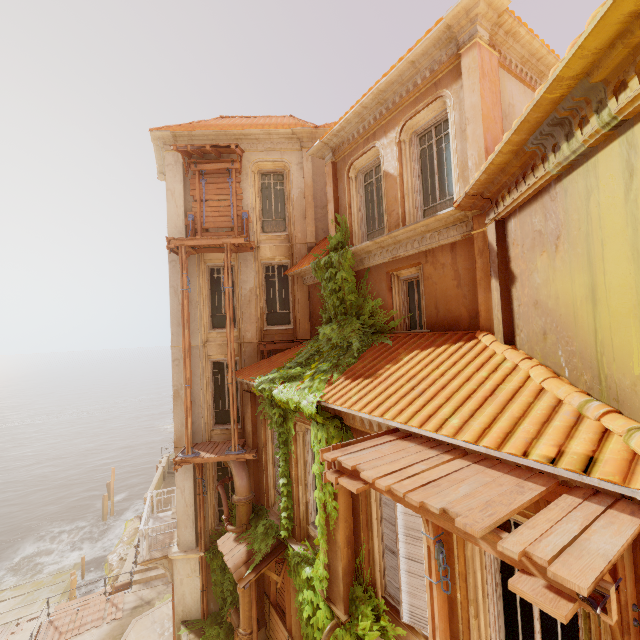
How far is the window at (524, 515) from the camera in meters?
3.8 m

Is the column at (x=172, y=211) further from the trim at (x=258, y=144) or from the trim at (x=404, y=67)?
the trim at (x=404, y=67)

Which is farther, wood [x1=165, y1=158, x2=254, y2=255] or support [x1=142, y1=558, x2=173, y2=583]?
support [x1=142, y1=558, x2=173, y2=583]

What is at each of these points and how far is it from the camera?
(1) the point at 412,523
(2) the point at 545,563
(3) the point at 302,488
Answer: (1) shutter, 5.7 meters
(2) wood, 2.3 meters
(3) window, 9.0 meters

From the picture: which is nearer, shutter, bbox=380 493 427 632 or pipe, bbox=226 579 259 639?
shutter, bbox=380 493 427 632

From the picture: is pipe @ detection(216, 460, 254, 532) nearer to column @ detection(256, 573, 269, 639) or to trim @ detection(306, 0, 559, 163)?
column @ detection(256, 573, 269, 639)

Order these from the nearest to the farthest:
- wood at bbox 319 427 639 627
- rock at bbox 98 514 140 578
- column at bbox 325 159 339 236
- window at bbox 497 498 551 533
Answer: wood at bbox 319 427 639 627, window at bbox 497 498 551 533, column at bbox 325 159 339 236, rock at bbox 98 514 140 578

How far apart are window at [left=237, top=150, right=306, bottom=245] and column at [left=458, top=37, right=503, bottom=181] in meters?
7.2 m
